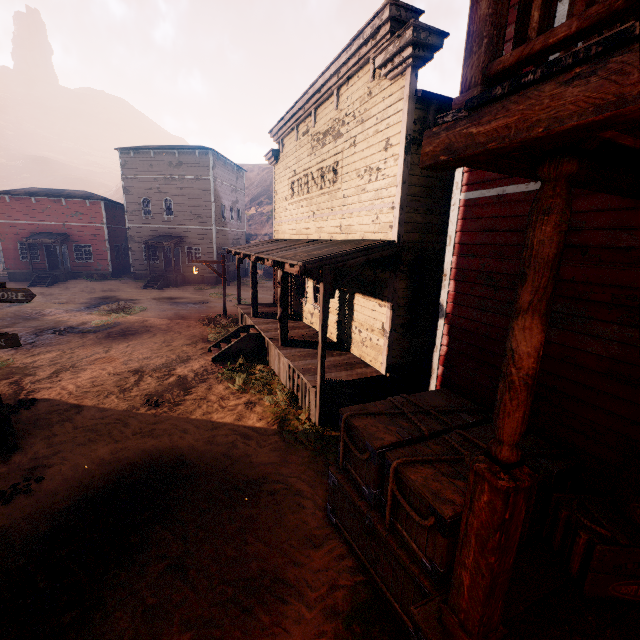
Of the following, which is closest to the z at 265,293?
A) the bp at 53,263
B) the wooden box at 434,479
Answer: the wooden box at 434,479

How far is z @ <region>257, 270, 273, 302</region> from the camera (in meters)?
22.91

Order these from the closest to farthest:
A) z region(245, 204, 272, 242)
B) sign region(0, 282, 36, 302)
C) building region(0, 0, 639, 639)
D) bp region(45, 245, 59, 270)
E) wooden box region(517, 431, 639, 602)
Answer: building region(0, 0, 639, 639) → wooden box region(517, 431, 639, 602) → sign region(0, 282, 36, 302) → bp region(45, 245, 59, 270) → z region(245, 204, 272, 242)

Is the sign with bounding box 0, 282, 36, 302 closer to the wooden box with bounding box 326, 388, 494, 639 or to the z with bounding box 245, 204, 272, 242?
the z with bounding box 245, 204, 272, 242

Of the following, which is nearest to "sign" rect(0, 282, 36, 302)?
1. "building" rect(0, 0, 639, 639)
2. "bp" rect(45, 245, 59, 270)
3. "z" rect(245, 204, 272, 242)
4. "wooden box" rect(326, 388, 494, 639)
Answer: "z" rect(245, 204, 272, 242)

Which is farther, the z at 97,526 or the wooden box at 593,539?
the z at 97,526

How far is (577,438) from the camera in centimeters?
423cm

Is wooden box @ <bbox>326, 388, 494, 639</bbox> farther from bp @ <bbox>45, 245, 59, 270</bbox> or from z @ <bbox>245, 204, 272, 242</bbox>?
bp @ <bbox>45, 245, 59, 270</bbox>
